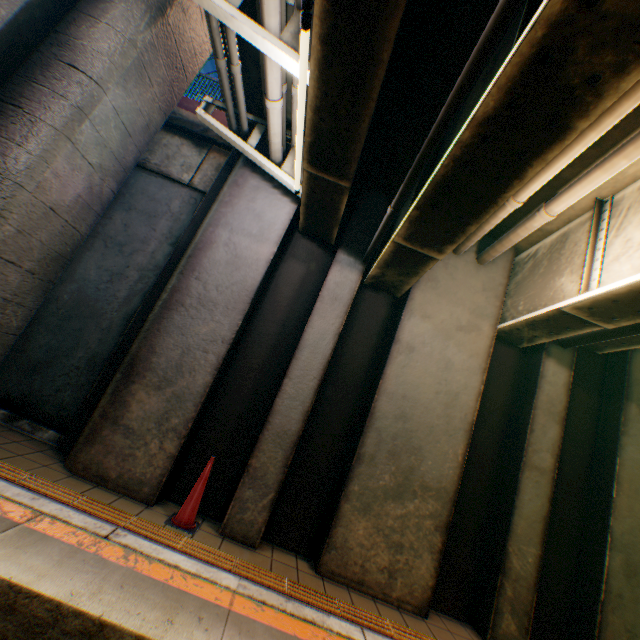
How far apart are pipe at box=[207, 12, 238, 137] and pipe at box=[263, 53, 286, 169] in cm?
68

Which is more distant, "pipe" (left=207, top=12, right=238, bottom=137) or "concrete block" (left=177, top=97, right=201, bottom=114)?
"concrete block" (left=177, top=97, right=201, bottom=114)

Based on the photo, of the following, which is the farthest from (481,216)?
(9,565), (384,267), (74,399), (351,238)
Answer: (74,399)

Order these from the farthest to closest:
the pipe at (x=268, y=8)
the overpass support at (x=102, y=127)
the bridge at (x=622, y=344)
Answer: the bridge at (x=622, y=344) < the overpass support at (x=102, y=127) < the pipe at (x=268, y=8)

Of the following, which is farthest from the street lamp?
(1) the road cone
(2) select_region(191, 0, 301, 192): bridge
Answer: (1) the road cone

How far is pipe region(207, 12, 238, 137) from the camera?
3.8m

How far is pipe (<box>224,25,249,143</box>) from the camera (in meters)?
3.82

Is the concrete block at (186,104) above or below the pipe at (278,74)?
above
